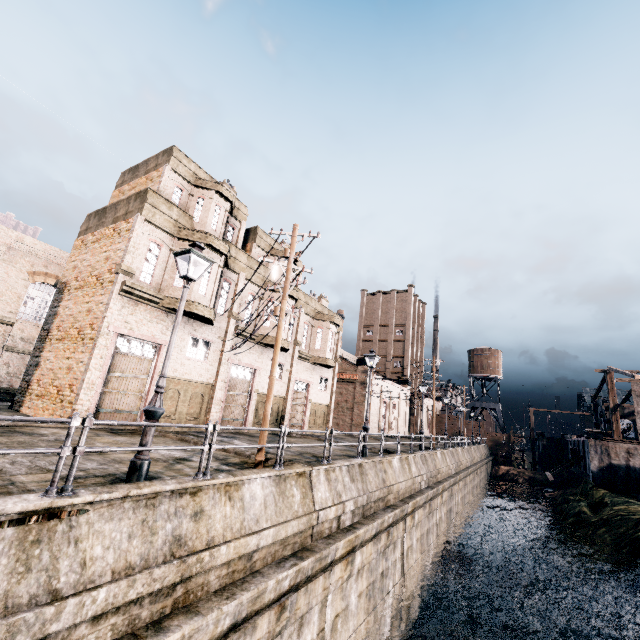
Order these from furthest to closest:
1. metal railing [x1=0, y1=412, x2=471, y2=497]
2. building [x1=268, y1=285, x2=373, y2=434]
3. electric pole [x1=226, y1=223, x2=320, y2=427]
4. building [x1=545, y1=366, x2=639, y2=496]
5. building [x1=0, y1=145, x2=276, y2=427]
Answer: building [x1=545, y1=366, x2=639, y2=496]
building [x1=268, y1=285, x2=373, y2=434]
building [x1=0, y1=145, x2=276, y2=427]
electric pole [x1=226, y1=223, x2=320, y2=427]
metal railing [x1=0, y1=412, x2=471, y2=497]

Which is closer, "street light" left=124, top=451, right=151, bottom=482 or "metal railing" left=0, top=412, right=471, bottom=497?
"metal railing" left=0, top=412, right=471, bottom=497

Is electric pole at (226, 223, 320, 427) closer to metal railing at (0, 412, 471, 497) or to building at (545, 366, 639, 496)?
metal railing at (0, 412, 471, 497)

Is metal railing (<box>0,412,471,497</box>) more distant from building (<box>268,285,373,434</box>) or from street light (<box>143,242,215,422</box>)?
building (<box>268,285,373,434</box>)

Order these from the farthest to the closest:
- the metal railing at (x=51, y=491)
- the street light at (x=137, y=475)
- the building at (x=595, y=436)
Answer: the building at (x=595, y=436), the street light at (x=137, y=475), the metal railing at (x=51, y=491)

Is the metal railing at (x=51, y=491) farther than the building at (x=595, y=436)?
No

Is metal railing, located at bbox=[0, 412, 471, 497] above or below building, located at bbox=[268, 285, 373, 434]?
below

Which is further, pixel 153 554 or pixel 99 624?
pixel 153 554
